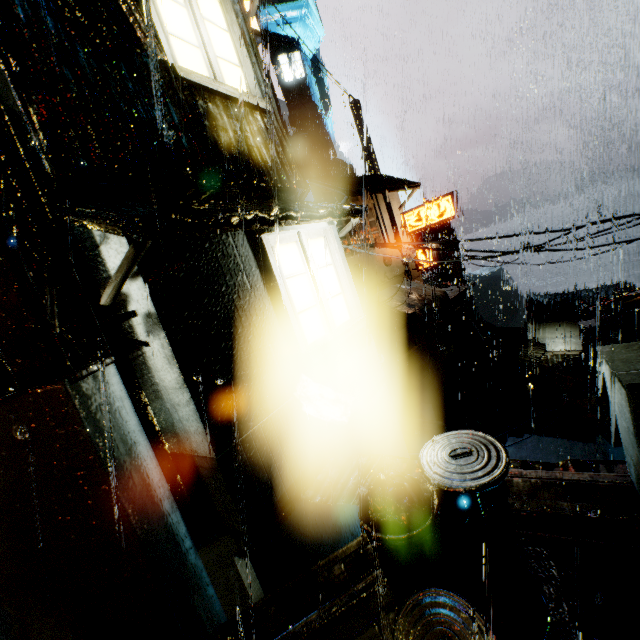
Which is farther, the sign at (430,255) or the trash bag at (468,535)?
the sign at (430,255)

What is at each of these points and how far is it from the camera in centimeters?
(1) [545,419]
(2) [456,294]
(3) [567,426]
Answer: (1) building vent, 2303cm
(2) building, 2784cm
(3) building vent, 2158cm

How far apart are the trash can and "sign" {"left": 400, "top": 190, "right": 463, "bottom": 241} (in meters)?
19.85

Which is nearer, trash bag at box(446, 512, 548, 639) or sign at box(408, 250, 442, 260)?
trash bag at box(446, 512, 548, 639)

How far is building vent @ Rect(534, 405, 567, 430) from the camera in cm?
2175

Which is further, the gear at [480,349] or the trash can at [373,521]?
the gear at [480,349]

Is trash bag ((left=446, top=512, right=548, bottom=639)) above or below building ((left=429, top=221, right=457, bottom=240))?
below
